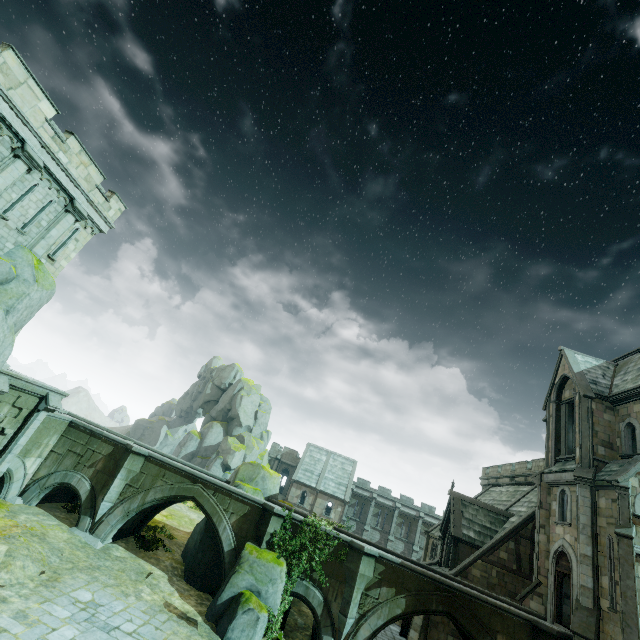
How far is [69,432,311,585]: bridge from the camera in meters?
17.5

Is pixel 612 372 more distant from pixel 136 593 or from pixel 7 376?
pixel 7 376

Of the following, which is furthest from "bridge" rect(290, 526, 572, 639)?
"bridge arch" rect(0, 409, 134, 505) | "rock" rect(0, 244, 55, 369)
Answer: "rock" rect(0, 244, 55, 369)

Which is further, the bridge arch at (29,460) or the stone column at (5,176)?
the bridge arch at (29,460)

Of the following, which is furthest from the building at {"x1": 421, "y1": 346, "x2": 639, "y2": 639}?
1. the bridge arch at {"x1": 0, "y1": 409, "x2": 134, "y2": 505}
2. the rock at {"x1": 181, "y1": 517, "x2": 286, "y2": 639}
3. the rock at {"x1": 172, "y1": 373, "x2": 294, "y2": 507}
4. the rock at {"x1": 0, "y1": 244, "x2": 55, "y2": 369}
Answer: the bridge arch at {"x1": 0, "y1": 409, "x2": 134, "y2": 505}

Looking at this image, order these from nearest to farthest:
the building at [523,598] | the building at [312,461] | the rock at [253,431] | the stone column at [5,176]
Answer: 1. the stone column at [5,176]
2. the building at [523,598]
3. the rock at [253,431]
4. the building at [312,461]

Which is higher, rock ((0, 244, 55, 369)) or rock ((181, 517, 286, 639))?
rock ((0, 244, 55, 369))

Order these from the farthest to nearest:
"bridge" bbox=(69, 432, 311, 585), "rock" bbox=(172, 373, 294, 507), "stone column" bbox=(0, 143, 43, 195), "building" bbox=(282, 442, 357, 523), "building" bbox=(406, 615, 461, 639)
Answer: "building" bbox=(282, 442, 357, 523), "rock" bbox=(172, 373, 294, 507), "building" bbox=(406, 615, 461, 639), "bridge" bbox=(69, 432, 311, 585), "stone column" bbox=(0, 143, 43, 195)
